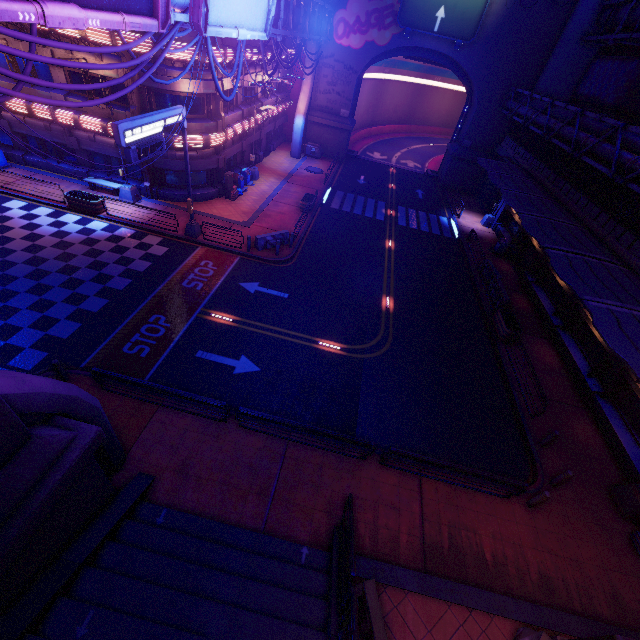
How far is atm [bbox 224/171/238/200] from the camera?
24.7m

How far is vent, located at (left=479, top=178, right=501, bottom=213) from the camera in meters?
33.5 m

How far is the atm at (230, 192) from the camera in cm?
2473

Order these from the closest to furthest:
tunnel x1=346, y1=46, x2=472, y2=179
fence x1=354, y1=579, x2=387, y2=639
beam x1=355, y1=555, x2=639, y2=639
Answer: fence x1=354, y1=579, x2=387, y2=639 < beam x1=355, y1=555, x2=639, y2=639 < tunnel x1=346, y1=46, x2=472, y2=179

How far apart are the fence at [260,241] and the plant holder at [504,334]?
14.1 meters

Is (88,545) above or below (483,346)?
above

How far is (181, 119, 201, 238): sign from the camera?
17.27m

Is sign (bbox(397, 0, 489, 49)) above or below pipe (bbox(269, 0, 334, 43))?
above
